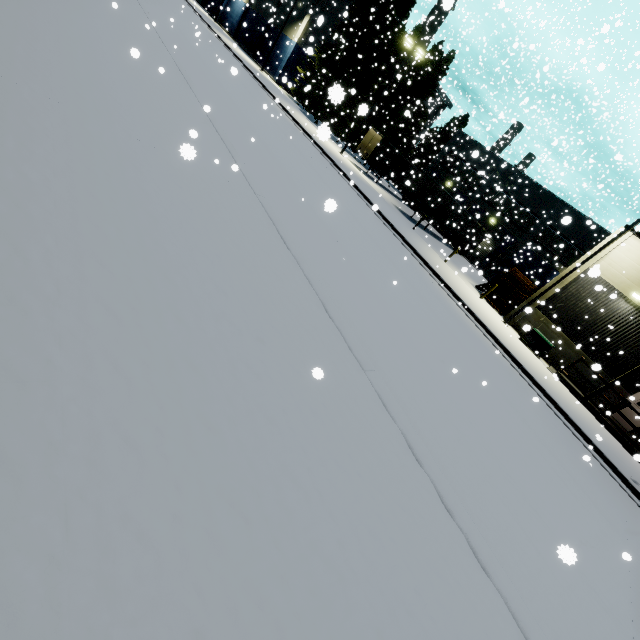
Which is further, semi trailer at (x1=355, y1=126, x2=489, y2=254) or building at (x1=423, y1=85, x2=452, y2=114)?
building at (x1=423, y1=85, x2=452, y2=114)

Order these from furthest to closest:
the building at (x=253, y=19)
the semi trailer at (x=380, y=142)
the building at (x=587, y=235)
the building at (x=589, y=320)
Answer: the building at (x=253, y=19) < the building at (x=587, y=235) < the semi trailer at (x=380, y=142) < the building at (x=589, y=320)

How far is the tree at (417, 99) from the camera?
34.88m

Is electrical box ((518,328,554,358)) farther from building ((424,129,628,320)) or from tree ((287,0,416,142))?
tree ((287,0,416,142))

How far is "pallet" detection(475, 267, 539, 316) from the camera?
21.39m

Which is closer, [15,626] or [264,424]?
[15,626]

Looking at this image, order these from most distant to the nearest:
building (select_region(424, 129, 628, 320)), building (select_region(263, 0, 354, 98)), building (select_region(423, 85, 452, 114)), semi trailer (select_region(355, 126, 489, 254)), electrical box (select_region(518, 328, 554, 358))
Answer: building (select_region(263, 0, 354, 98)) < building (select_region(423, 85, 452, 114)) < building (select_region(424, 129, 628, 320)) < semi trailer (select_region(355, 126, 489, 254)) < electrical box (select_region(518, 328, 554, 358))

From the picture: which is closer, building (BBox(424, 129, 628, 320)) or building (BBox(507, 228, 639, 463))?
building (BBox(507, 228, 639, 463))
